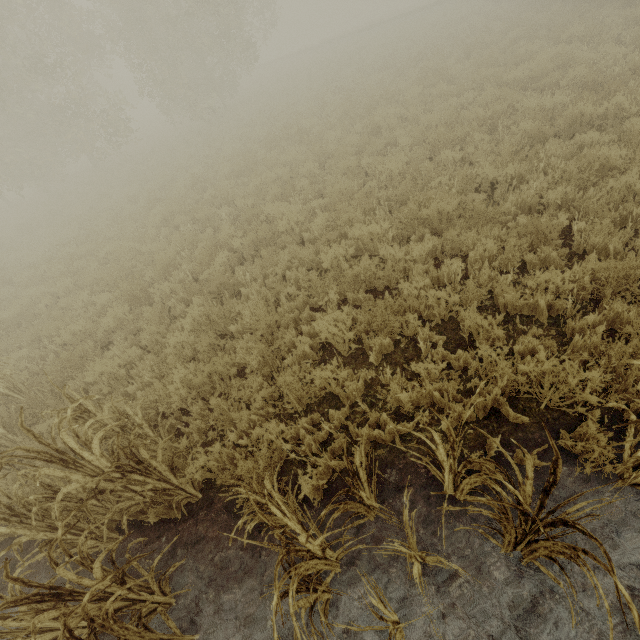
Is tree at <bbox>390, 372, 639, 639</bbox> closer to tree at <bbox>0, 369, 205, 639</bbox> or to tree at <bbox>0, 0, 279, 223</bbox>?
tree at <bbox>0, 369, 205, 639</bbox>

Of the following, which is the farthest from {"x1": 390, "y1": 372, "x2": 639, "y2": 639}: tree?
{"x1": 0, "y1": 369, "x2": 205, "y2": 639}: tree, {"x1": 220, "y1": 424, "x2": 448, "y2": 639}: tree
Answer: {"x1": 0, "y1": 369, "x2": 205, "y2": 639}: tree

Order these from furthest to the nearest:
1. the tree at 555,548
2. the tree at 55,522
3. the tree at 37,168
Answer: the tree at 37,168 → the tree at 55,522 → the tree at 555,548

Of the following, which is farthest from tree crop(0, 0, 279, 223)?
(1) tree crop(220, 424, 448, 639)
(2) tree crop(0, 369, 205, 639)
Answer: (1) tree crop(220, 424, 448, 639)

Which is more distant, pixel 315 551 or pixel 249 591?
pixel 249 591

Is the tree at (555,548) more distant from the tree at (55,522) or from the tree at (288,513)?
the tree at (55,522)
